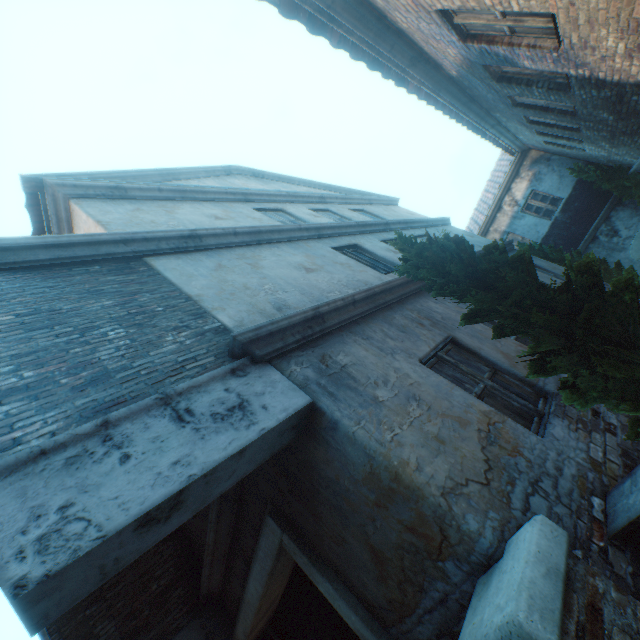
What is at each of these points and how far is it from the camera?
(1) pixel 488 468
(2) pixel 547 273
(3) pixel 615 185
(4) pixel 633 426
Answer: (1) building, 2.5 meters
(2) building, 9.9 meters
(3) tree, 11.8 meters
(4) tree, 2.8 meters

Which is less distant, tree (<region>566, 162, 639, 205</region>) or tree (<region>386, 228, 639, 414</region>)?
tree (<region>386, 228, 639, 414</region>)

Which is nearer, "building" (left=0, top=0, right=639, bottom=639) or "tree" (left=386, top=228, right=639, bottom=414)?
"building" (left=0, top=0, right=639, bottom=639)

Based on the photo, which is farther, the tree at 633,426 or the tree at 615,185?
the tree at 615,185

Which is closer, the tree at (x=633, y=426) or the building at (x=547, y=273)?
the tree at (x=633, y=426)

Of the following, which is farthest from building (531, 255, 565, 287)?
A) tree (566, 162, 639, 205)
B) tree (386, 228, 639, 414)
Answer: tree (566, 162, 639, 205)

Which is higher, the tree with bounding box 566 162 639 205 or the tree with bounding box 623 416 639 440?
the tree with bounding box 566 162 639 205

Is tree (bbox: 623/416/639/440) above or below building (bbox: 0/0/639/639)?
below
